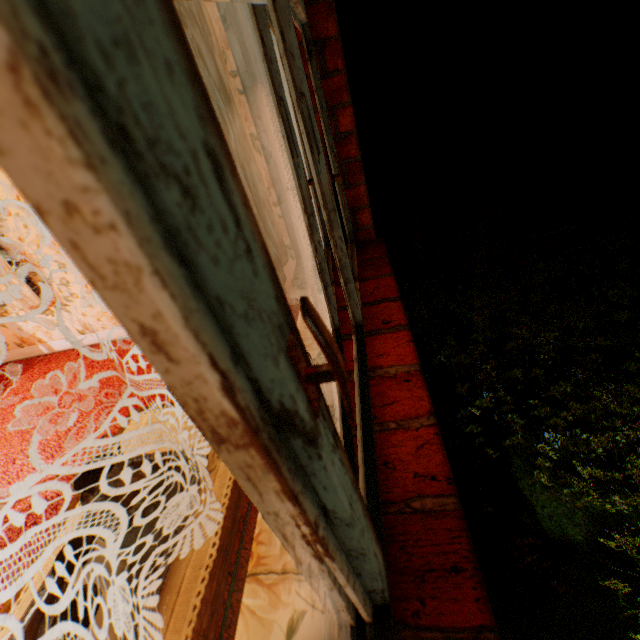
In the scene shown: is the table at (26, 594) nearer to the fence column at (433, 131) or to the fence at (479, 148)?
the fence column at (433, 131)

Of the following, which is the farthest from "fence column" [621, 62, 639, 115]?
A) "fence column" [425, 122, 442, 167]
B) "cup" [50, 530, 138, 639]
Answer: "cup" [50, 530, 138, 639]

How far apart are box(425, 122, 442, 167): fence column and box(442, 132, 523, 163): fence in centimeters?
8cm

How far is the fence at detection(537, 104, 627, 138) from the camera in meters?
18.9 m

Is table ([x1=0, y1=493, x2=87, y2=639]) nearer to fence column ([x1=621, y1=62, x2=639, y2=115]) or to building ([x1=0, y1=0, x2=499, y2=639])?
building ([x1=0, y1=0, x2=499, y2=639])

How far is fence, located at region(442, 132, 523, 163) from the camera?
20.0 meters

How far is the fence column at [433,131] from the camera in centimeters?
1977cm

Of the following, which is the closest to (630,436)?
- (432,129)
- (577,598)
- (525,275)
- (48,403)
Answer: (577,598)
